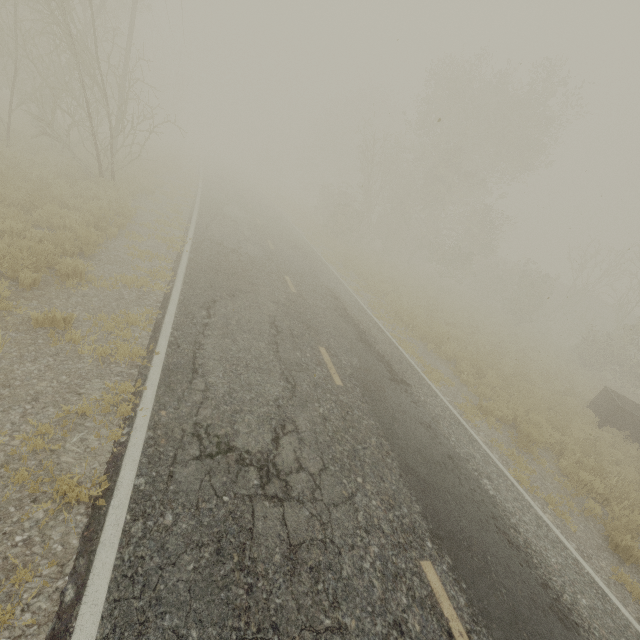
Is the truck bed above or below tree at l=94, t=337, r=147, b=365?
above

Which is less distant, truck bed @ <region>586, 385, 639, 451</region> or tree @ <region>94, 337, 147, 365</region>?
tree @ <region>94, 337, 147, 365</region>

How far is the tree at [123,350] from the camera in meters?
5.2 m

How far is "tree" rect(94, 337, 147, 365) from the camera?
5.2m

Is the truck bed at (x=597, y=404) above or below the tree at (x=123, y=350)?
above

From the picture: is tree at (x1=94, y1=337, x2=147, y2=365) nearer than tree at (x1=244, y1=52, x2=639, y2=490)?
Yes

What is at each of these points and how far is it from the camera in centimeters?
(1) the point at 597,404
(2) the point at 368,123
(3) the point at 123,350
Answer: (1) truck bed, 1400cm
(2) tree, 2289cm
(3) tree, 541cm

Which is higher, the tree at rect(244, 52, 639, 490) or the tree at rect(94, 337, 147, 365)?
the tree at rect(244, 52, 639, 490)
